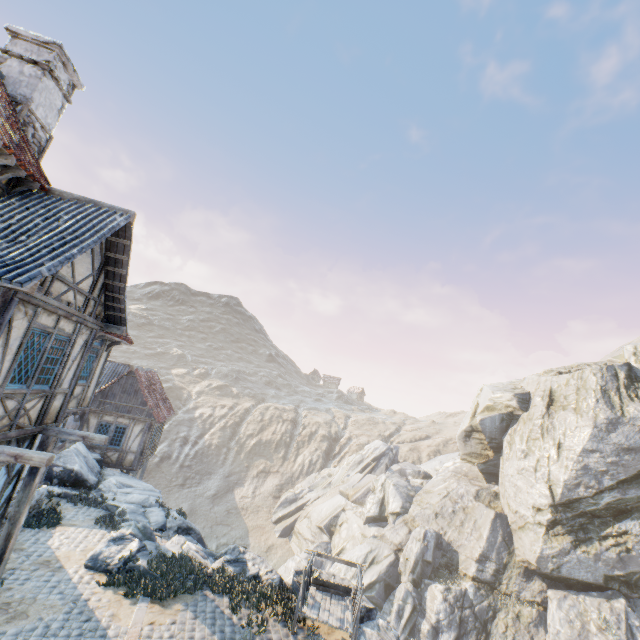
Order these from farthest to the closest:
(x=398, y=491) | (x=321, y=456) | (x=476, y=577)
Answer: (x=321, y=456), (x=398, y=491), (x=476, y=577)

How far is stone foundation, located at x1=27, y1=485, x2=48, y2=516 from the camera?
11.6m

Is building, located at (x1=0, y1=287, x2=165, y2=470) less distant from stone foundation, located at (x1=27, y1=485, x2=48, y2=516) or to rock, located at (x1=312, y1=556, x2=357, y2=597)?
stone foundation, located at (x1=27, y1=485, x2=48, y2=516)

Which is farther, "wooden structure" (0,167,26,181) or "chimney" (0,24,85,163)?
"chimney" (0,24,85,163)

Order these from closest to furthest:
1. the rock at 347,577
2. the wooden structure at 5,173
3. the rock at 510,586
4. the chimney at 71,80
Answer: the wooden structure at 5,173 < the chimney at 71,80 < the rock at 347,577 < the rock at 510,586

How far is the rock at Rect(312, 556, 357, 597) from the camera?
11.4m

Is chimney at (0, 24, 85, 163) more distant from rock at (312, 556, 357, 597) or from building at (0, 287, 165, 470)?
rock at (312, 556, 357, 597)

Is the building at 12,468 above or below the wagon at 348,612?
above
